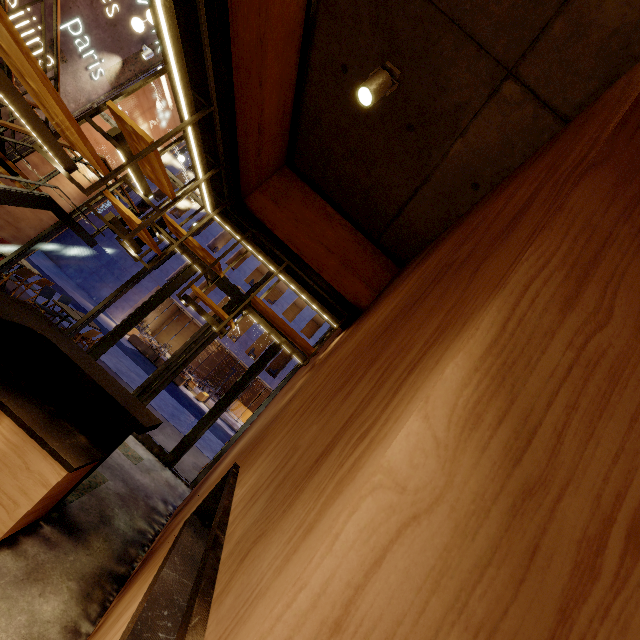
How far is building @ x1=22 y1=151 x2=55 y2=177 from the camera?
7.6 meters

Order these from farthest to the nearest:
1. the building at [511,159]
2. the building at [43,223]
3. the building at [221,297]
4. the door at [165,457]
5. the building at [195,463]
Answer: the building at [221,297], the building at [43,223], the building at [195,463], the door at [165,457], the building at [511,159]

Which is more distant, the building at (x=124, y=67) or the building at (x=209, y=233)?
the building at (x=209, y=233)

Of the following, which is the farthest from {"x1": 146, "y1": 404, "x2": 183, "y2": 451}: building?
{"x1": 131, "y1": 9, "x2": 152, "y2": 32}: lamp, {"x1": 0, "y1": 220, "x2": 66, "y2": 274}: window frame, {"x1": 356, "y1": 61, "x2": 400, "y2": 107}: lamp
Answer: {"x1": 356, "y1": 61, "x2": 400, "y2": 107}: lamp

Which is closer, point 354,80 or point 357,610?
point 357,610

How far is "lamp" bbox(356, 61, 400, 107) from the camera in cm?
235

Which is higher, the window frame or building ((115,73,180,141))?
building ((115,73,180,141))

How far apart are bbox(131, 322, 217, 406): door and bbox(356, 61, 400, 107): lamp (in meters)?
5.48
